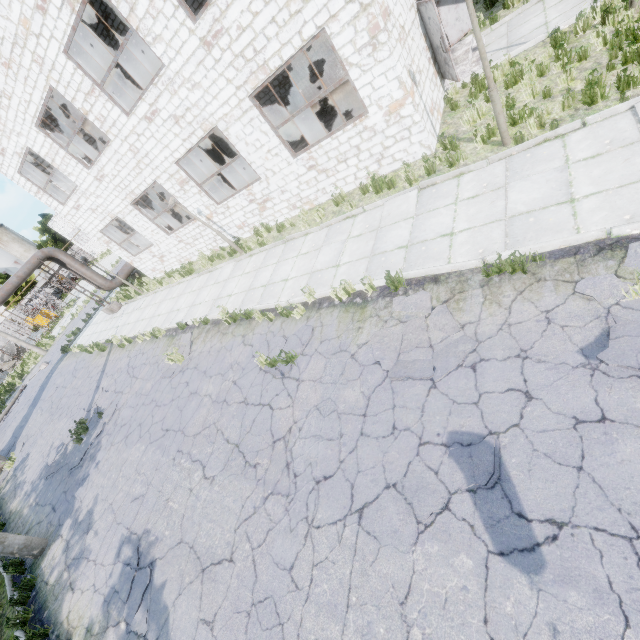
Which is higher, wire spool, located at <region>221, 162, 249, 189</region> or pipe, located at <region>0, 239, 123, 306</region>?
pipe, located at <region>0, 239, 123, 306</region>

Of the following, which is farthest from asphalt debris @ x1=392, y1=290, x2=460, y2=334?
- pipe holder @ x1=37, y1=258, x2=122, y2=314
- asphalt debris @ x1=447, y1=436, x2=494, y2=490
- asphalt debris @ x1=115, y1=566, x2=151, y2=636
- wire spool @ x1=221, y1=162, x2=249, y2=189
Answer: pipe holder @ x1=37, y1=258, x2=122, y2=314

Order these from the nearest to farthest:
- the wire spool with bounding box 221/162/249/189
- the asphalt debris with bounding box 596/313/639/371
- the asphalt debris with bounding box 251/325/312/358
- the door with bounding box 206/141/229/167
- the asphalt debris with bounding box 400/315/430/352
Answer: the asphalt debris with bounding box 596/313/639/371, the asphalt debris with bounding box 400/315/430/352, the asphalt debris with bounding box 251/325/312/358, the wire spool with bounding box 221/162/249/189, the door with bounding box 206/141/229/167

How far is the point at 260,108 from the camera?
9.5m

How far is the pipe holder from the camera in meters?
19.6 m

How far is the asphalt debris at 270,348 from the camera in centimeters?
755cm

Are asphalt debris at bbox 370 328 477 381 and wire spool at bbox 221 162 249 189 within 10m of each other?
no

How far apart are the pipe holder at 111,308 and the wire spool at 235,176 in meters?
11.4 m
